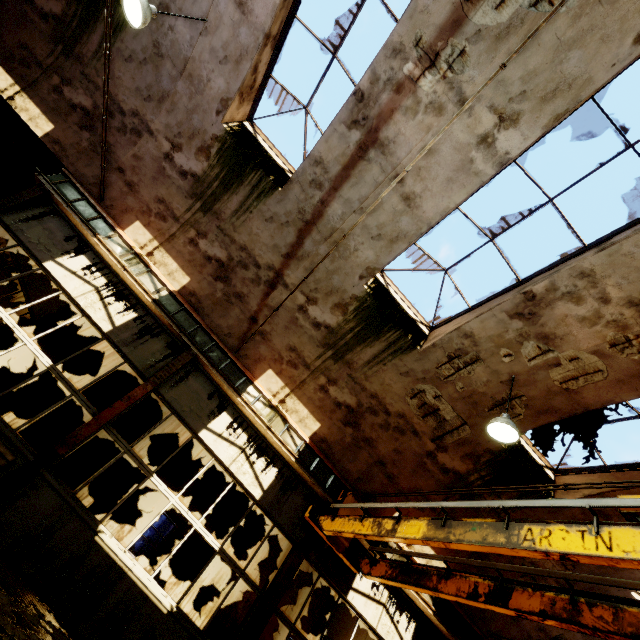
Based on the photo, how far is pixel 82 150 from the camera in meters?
8.0

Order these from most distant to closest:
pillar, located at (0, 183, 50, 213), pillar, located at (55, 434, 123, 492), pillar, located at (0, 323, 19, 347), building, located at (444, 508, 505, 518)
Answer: pillar, located at (0, 323, 19, 347) < pillar, located at (55, 434, 123, 492) < building, located at (444, 508, 505, 518) < pillar, located at (0, 183, 50, 213)

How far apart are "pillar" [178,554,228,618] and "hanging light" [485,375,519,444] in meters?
8.8

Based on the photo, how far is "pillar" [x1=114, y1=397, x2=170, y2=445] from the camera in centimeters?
1034cm

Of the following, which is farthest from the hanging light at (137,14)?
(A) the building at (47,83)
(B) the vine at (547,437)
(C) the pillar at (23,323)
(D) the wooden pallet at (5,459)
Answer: (B) the vine at (547,437)

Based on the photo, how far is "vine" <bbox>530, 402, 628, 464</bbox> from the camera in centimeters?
625cm

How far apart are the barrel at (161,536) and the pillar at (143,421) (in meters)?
2.09

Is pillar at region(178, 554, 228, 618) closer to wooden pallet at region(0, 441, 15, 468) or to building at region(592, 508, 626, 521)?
building at region(592, 508, 626, 521)
